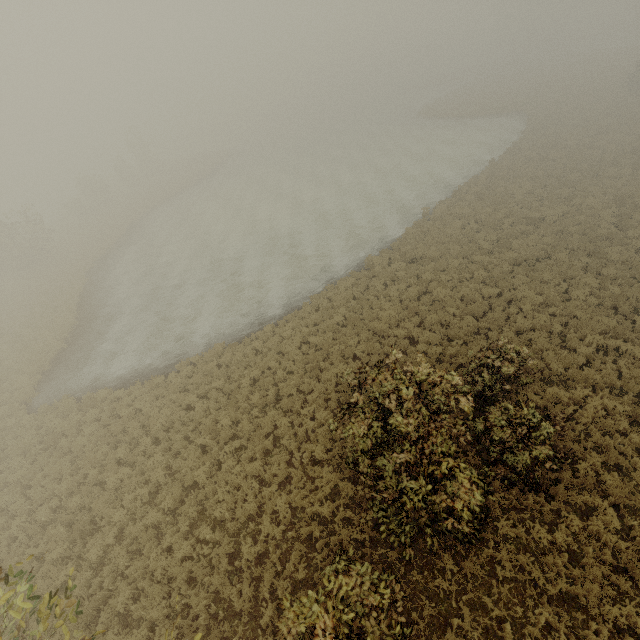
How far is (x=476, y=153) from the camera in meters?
32.9
